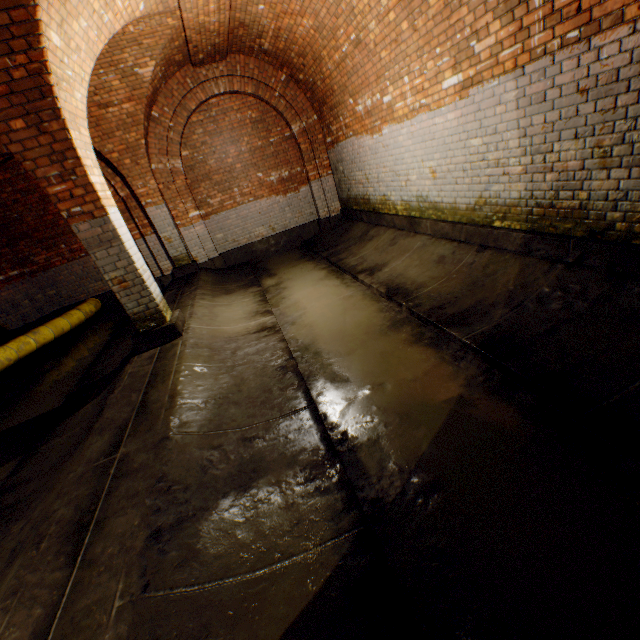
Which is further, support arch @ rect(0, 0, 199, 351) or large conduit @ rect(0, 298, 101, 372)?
large conduit @ rect(0, 298, 101, 372)

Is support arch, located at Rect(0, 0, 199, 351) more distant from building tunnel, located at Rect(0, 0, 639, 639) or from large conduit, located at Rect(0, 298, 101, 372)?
large conduit, located at Rect(0, 298, 101, 372)

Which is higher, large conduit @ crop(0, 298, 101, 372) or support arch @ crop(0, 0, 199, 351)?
support arch @ crop(0, 0, 199, 351)

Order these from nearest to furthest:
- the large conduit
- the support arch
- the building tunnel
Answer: the building tunnel
the support arch
the large conduit

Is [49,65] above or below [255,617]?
above

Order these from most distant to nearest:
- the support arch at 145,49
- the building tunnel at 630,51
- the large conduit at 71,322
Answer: the large conduit at 71,322 < the support arch at 145,49 < the building tunnel at 630,51

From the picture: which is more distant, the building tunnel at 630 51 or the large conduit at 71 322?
the large conduit at 71 322
